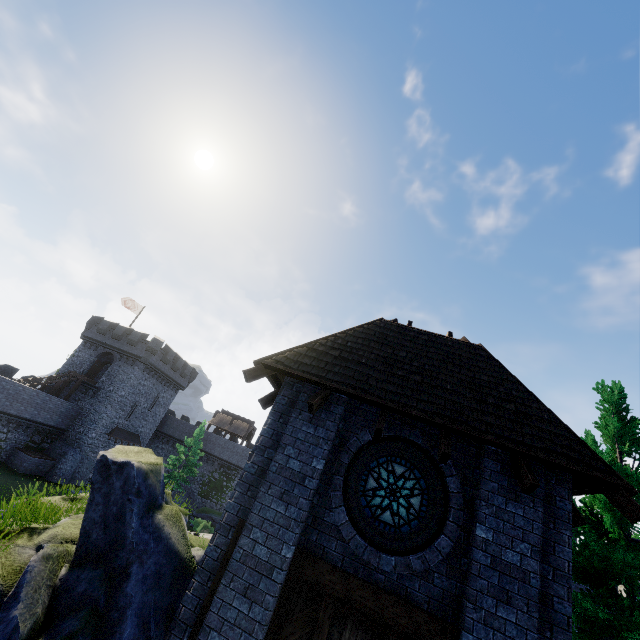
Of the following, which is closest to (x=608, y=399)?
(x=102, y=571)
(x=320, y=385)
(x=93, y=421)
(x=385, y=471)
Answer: (x=385, y=471)

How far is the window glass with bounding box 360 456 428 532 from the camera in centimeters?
616cm

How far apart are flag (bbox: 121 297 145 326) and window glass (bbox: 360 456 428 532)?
44.0 meters

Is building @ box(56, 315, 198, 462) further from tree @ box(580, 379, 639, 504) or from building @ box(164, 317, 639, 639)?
tree @ box(580, 379, 639, 504)

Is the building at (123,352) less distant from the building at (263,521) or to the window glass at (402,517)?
the building at (263,521)

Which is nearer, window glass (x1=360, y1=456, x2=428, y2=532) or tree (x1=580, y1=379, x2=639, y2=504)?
window glass (x1=360, y1=456, x2=428, y2=532)

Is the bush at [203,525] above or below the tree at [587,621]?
below

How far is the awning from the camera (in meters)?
36.81
